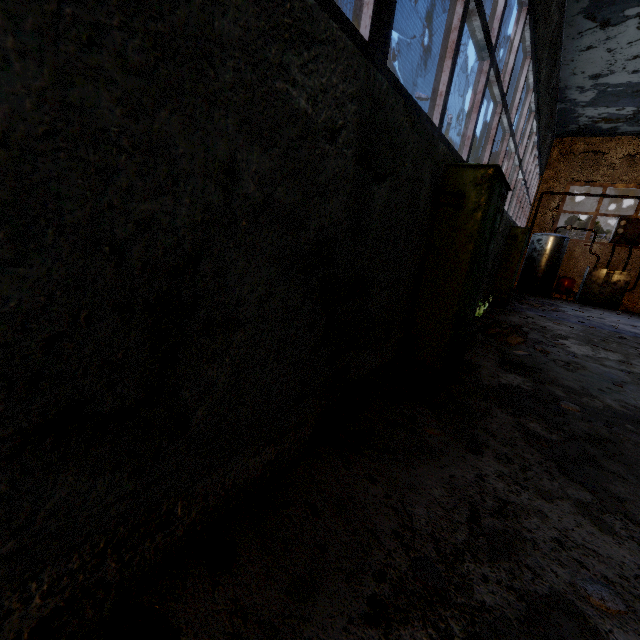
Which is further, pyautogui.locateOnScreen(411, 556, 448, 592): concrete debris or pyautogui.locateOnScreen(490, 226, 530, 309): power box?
pyautogui.locateOnScreen(490, 226, 530, 309): power box

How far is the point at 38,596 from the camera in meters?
1.1

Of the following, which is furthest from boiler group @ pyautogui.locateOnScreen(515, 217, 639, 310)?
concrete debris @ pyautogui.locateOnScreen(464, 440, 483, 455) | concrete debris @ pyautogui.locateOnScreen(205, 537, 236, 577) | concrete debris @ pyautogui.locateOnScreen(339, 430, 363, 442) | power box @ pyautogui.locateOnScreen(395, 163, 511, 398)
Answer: concrete debris @ pyautogui.locateOnScreen(205, 537, 236, 577)

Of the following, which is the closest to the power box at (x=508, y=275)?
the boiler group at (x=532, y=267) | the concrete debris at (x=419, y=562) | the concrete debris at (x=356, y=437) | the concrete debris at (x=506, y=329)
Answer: the concrete debris at (x=506, y=329)

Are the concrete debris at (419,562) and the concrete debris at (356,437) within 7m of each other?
yes

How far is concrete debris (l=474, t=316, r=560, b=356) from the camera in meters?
6.2

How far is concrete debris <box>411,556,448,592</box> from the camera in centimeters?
166cm

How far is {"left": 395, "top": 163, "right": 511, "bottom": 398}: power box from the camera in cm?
318
